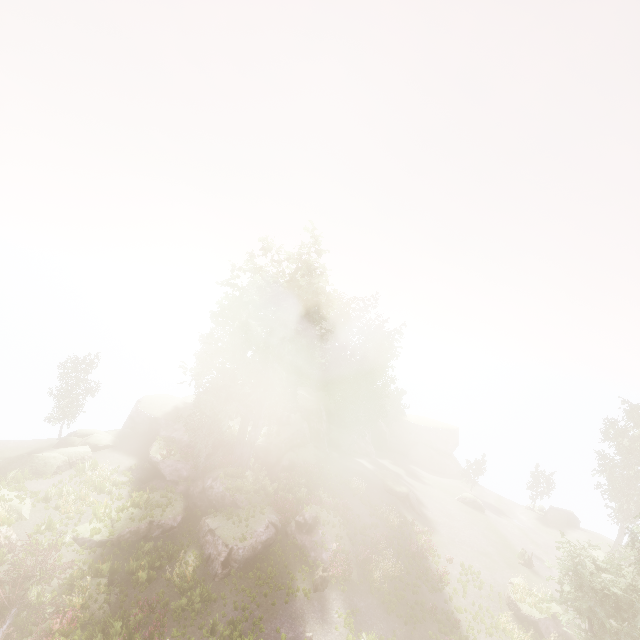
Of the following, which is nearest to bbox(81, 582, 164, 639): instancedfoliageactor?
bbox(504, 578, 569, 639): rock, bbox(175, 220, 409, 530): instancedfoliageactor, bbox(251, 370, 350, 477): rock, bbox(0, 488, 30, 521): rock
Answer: bbox(175, 220, 409, 530): instancedfoliageactor

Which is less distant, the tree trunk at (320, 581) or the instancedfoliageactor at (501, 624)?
the tree trunk at (320, 581)

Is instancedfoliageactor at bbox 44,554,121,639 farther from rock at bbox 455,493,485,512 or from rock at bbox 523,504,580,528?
rock at bbox 455,493,485,512

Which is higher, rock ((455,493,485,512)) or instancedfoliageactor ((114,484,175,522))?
instancedfoliageactor ((114,484,175,522))

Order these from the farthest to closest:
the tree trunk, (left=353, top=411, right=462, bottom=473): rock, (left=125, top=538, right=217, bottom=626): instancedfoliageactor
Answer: (left=353, top=411, right=462, bottom=473): rock → the tree trunk → (left=125, top=538, right=217, bottom=626): instancedfoliageactor

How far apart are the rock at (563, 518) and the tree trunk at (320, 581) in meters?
32.2

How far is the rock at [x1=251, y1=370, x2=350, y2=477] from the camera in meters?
30.5

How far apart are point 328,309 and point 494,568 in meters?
25.9
